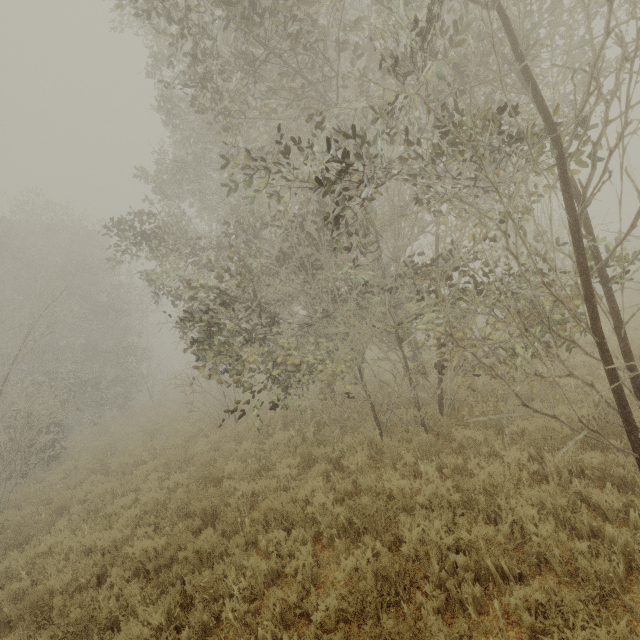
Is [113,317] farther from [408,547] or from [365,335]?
[408,547]
